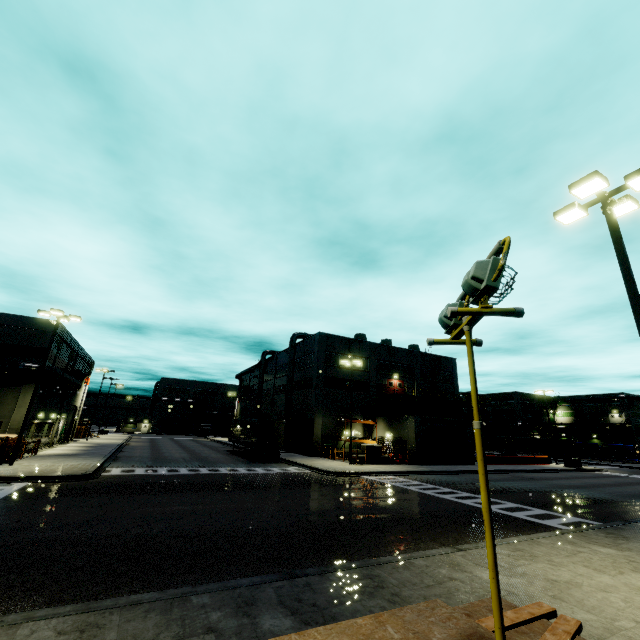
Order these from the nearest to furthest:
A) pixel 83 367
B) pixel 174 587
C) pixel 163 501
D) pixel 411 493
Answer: pixel 174 587, pixel 163 501, pixel 411 493, pixel 83 367

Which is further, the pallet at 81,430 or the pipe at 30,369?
the pallet at 81,430

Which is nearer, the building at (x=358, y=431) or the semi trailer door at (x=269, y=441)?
the semi trailer door at (x=269, y=441)

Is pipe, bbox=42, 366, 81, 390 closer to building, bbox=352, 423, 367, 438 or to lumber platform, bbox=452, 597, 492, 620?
building, bbox=352, 423, 367, 438

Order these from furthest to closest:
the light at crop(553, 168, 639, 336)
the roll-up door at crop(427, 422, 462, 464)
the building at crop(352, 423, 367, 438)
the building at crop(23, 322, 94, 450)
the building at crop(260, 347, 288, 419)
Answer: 1. the building at crop(260, 347, 288, 419)
2. the building at crop(352, 423, 367, 438)
3. the roll-up door at crop(427, 422, 462, 464)
4. the building at crop(23, 322, 94, 450)
5. the light at crop(553, 168, 639, 336)

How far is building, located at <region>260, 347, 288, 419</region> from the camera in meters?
49.2

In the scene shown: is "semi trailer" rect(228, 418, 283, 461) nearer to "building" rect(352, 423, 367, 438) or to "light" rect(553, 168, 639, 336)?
"building" rect(352, 423, 367, 438)

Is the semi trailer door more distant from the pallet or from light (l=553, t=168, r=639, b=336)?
the pallet
